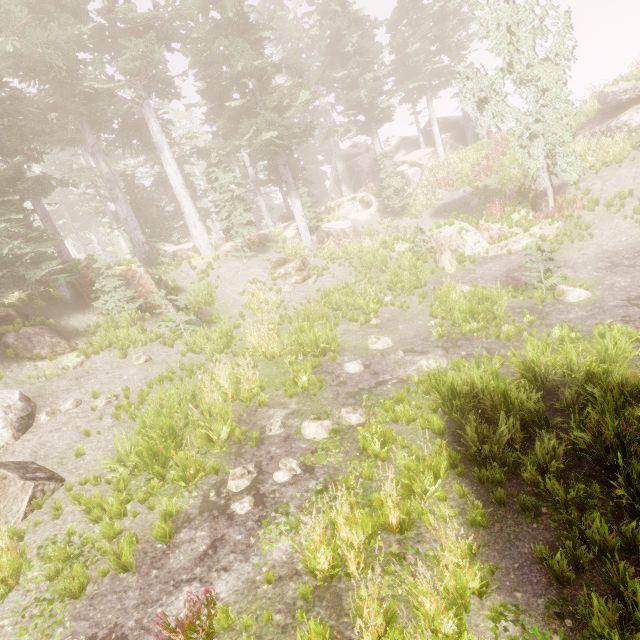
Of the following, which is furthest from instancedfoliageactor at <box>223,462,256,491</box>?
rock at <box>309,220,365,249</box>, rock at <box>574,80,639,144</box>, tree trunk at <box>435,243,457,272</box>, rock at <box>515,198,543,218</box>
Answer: tree trunk at <box>435,243,457,272</box>

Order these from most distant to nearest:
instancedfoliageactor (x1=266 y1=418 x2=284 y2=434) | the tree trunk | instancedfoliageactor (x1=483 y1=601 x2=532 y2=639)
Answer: the tree trunk < instancedfoliageactor (x1=266 y1=418 x2=284 y2=434) < instancedfoliageactor (x1=483 y1=601 x2=532 y2=639)

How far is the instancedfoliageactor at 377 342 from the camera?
11.2m

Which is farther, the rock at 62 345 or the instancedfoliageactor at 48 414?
the rock at 62 345

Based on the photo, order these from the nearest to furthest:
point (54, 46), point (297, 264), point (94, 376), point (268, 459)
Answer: point (268, 459) < point (94, 376) < point (54, 46) < point (297, 264)

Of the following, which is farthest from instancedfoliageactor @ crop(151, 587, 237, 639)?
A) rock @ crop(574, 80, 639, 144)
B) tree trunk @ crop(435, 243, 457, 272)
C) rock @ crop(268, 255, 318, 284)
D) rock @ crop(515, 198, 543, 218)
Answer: tree trunk @ crop(435, 243, 457, 272)

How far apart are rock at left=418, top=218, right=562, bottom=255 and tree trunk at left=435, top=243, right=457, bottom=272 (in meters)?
0.53

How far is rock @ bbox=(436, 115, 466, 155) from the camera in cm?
2956
